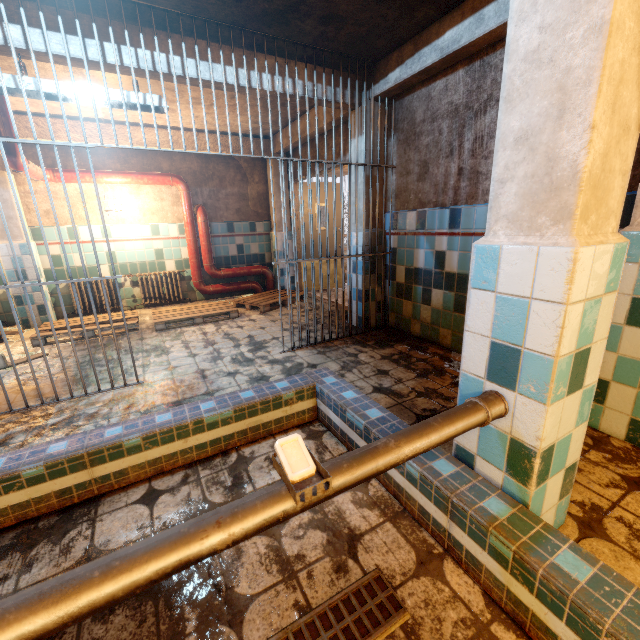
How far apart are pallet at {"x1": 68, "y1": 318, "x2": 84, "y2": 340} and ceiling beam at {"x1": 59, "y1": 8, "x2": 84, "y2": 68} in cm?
254

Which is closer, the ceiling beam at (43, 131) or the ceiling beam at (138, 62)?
the ceiling beam at (138, 62)

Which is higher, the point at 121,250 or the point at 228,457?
the point at 121,250

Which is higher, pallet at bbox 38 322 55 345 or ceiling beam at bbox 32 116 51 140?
ceiling beam at bbox 32 116 51 140

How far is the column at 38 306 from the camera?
4.8 meters

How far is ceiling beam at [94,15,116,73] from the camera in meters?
2.5 m

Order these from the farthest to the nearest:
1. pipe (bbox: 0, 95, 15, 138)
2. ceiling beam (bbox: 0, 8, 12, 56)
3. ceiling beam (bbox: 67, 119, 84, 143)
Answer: ceiling beam (bbox: 67, 119, 84, 143) → pipe (bbox: 0, 95, 15, 138) → ceiling beam (bbox: 0, 8, 12, 56)
